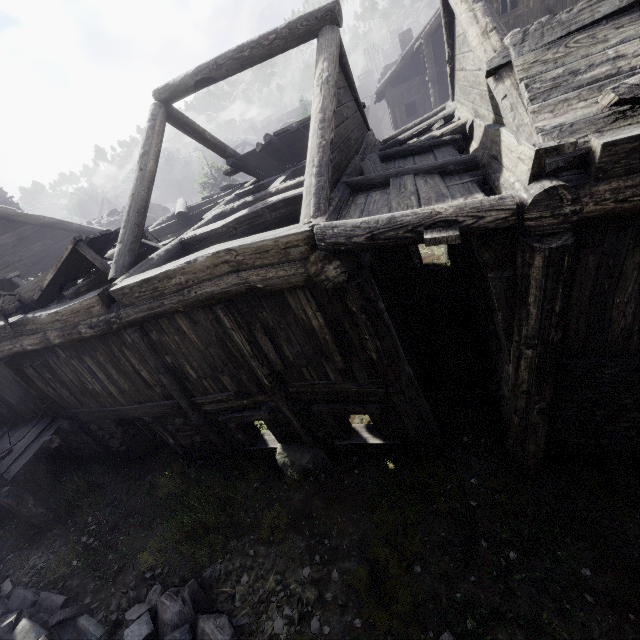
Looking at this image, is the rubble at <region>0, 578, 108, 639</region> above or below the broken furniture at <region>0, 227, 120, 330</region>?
below

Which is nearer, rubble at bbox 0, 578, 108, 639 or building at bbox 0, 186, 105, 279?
rubble at bbox 0, 578, 108, 639

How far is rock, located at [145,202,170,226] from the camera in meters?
27.3

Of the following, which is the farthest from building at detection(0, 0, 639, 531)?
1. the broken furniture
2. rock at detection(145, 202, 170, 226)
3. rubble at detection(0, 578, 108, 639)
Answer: rubble at detection(0, 578, 108, 639)

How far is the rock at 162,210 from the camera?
27.3m

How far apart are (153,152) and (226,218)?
2.4m

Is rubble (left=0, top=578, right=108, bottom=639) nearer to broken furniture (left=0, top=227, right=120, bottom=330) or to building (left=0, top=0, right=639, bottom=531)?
building (left=0, top=0, right=639, bottom=531)

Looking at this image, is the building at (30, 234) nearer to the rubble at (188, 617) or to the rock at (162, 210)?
the rock at (162, 210)
